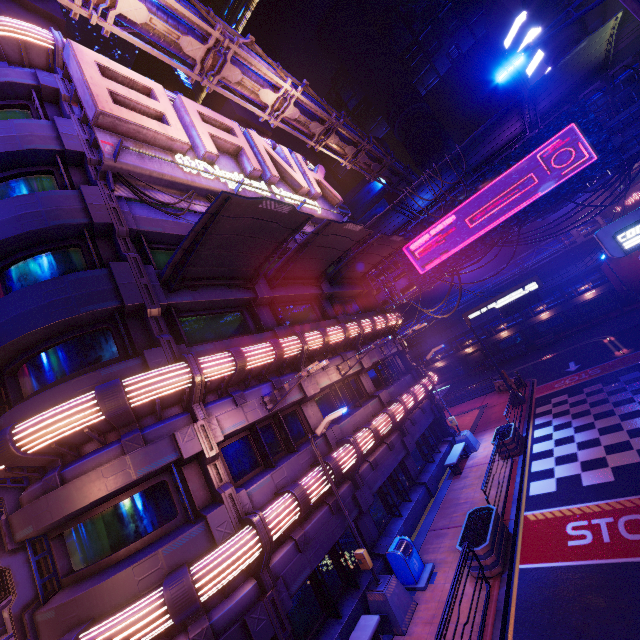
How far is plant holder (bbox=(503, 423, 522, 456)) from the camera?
15.4 meters

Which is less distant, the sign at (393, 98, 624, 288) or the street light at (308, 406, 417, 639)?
the street light at (308, 406, 417, 639)

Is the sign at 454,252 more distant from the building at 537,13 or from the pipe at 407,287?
the building at 537,13

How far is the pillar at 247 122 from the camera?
25.75m

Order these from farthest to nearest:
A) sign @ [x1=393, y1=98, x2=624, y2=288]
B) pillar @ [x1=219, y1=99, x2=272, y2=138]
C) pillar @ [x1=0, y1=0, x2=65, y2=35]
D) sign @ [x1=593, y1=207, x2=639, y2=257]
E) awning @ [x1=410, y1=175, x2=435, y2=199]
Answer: pillar @ [x1=219, y1=99, x2=272, y2=138], awning @ [x1=410, y1=175, x2=435, y2=199], sign @ [x1=393, y1=98, x2=624, y2=288], pillar @ [x1=0, y1=0, x2=65, y2=35], sign @ [x1=593, y1=207, x2=639, y2=257]

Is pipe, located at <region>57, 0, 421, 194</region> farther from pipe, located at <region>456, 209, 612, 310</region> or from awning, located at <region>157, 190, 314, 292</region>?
awning, located at <region>157, 190, 314, 292</region>

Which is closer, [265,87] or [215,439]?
[215,439]

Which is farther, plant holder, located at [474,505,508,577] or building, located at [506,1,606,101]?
building, located at [506,1,606,101]
